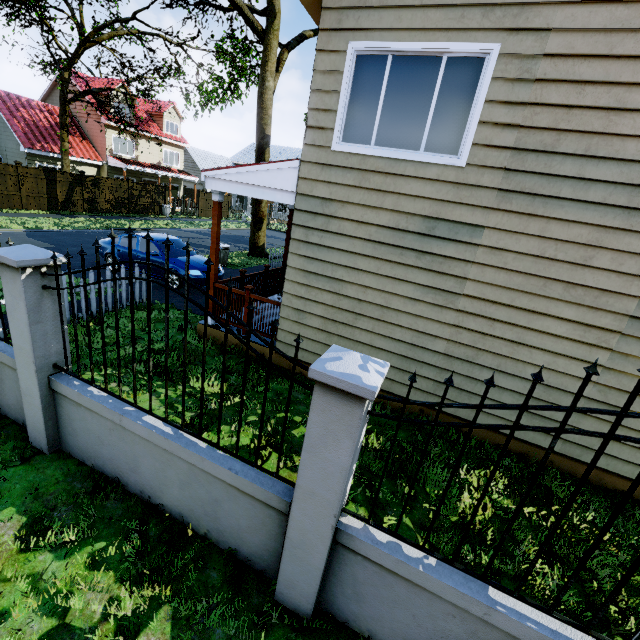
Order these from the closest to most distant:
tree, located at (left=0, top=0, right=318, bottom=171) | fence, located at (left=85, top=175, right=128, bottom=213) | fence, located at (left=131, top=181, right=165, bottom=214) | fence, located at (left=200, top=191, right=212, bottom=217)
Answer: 1. tree, located at (left=0, top=0, right=318, bottom=171)
2. fence, located at (left=85, top=175, right=128, bottom=213)
3. fence, located at (left=131, top=181, right=165, bottom=214)
4. fence, located at (left=200, top=191, right=212, bottom=217)

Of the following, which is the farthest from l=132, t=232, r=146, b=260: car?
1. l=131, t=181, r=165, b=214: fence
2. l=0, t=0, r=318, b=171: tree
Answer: l=131, t=181, r=165, b=214: fence

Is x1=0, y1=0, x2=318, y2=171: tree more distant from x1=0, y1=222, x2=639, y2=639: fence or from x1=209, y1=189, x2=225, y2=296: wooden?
x1=209, y1=189, x2=225, y2=296: wooden

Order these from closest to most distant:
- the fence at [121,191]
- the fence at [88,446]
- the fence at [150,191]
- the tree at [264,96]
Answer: the fence at [88,446] → the tree at [264,96] → the fence at [121,191] → the fence at [150,191]

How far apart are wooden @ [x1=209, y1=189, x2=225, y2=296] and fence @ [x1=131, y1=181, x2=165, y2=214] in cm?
2248

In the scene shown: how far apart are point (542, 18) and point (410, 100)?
1.6 meters

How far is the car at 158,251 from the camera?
10.19m

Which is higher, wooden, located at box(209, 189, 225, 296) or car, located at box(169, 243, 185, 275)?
wooden, located at box(209, 189, 225, 296)
